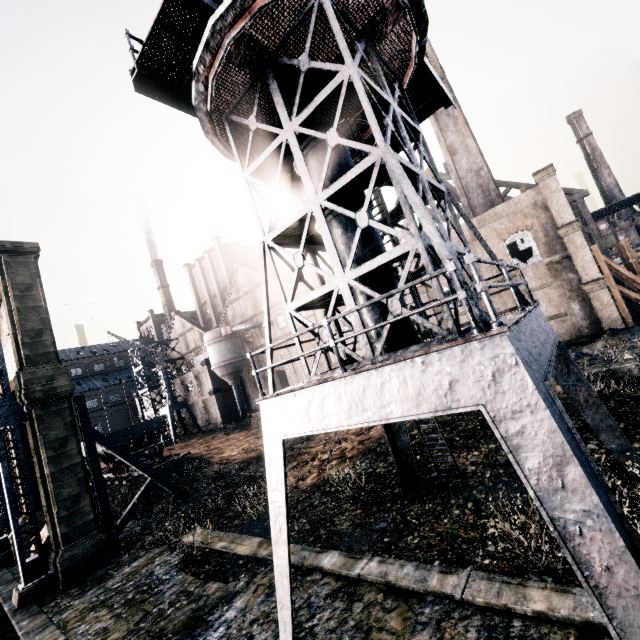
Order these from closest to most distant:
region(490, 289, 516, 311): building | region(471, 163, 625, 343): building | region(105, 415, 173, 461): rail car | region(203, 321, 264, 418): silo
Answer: region(471, 163, 625, 343): building
region(490, 289, 516, 311): building
region(105, 415, 173, 461): rail car
region(203, 321, 264, 418): silo

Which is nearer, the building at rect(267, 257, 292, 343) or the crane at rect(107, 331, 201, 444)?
the building at rect(267, 257, 292, 343)

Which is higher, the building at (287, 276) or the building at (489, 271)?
the building at (287, 276)

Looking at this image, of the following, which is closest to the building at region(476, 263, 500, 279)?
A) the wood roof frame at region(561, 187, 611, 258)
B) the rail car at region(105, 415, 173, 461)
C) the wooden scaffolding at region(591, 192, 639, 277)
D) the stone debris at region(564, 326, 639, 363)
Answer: the wood roof frame at region(561, 187, 611, 258)

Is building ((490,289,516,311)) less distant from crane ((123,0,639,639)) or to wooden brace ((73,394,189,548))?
wooden brace ((73,394,189,548))

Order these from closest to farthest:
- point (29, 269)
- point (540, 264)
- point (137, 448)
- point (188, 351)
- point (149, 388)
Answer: point (29, 269) < point (540, 264) < point (137, 448) < point (149, 388) < point (188, 351)

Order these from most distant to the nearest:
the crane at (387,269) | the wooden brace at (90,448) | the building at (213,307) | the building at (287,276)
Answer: the building at (213,307)
the building at (287,276)
the wooden brace at (90,448)
the crane at (387,269)

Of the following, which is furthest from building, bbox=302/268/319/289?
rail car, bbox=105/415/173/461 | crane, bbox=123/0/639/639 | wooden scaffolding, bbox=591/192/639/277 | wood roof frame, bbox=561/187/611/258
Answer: crane, bbox=123/0/639/639
